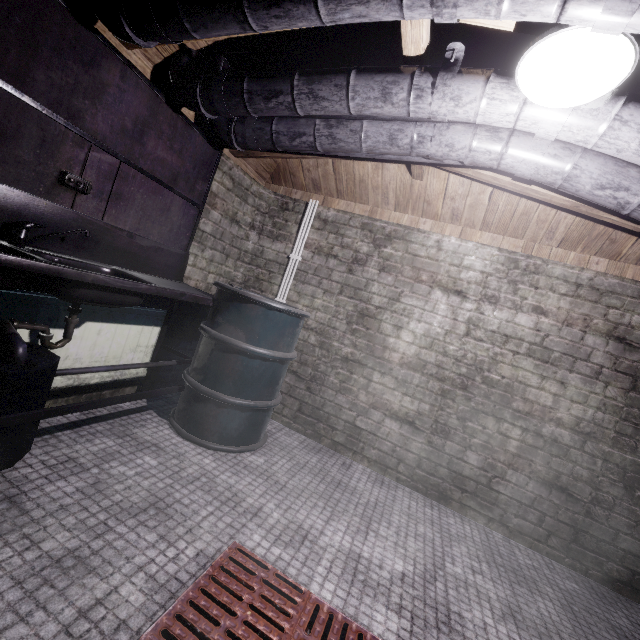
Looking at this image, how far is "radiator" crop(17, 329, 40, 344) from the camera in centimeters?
163cm

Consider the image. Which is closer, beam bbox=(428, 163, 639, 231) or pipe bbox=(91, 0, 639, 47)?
pipe bbox=(91, 0, 639, 47)

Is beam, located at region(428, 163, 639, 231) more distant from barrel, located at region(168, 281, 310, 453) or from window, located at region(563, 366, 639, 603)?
barrel, located at region(168, 281, 310, 453)

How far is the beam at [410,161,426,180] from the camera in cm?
227

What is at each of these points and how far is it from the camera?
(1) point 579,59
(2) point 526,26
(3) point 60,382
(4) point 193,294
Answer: (1) light, 0.99m
(2) beam, 1.12m
(3) radiator, 1.89m
(4) sink, 1.98m

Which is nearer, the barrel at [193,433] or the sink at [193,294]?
the sink at [193,294]

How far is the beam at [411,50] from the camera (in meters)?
1.29

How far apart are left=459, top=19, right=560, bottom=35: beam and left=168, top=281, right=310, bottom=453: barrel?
1.3m
